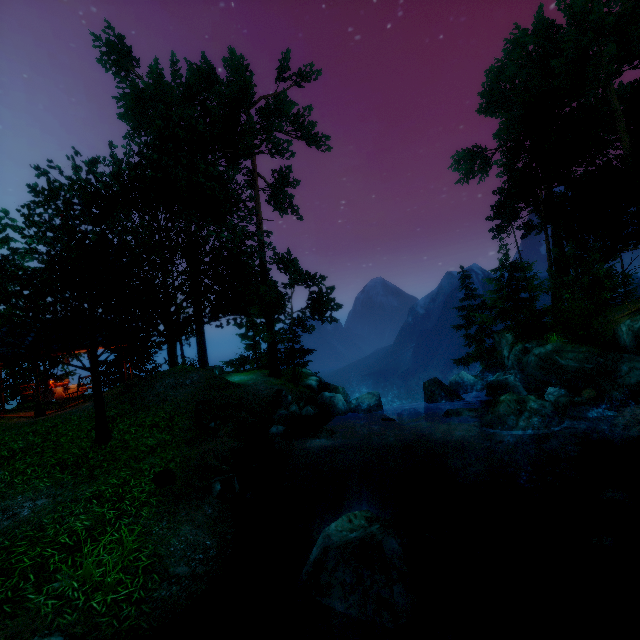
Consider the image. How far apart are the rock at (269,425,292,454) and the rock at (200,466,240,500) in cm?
246

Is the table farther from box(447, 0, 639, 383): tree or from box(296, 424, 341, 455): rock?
box(296, 424, 341, 455): rock

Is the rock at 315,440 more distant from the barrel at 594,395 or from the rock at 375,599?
the barrel at 594,395

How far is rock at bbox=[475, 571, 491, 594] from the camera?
5.87m

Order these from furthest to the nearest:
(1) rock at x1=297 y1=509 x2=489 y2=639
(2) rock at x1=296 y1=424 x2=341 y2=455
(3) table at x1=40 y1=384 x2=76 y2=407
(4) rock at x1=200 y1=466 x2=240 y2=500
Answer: (3) table at x1=40 y1=384 x2=76 y2=407 < (2) rock at x1=296 y1=424 x2=341 y2=455 < (4) rock at x1=200 y1=466 x2=240 y2=500 < (1) rock at x1=297 y1=509 x2=489 y2=639

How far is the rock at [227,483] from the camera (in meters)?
7.71

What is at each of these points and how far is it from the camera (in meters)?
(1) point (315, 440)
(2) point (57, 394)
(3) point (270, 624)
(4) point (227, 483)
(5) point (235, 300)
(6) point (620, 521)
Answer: (1) rock, 11.66
(2) table, 15.30
(3) rock, 4.24
(4) rock, 7.88
(5) tree, 18.42
(6) rock, 7.14

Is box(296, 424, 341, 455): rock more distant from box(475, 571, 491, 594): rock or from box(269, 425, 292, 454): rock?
box(475, 571, 491, 594): rock
